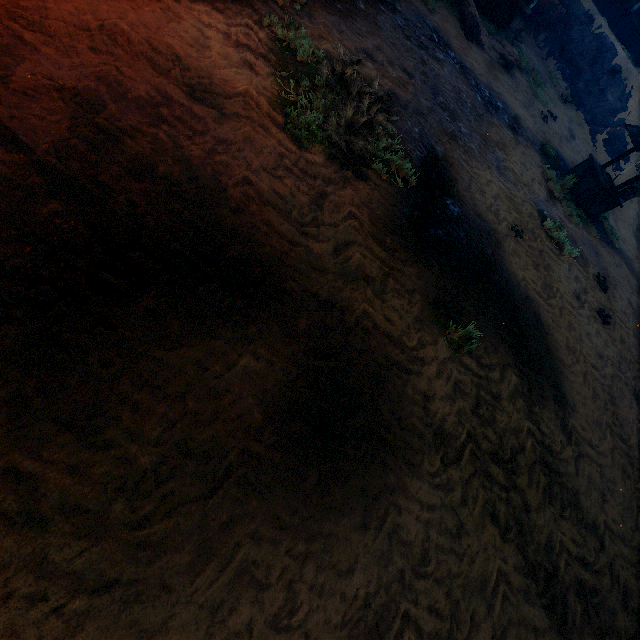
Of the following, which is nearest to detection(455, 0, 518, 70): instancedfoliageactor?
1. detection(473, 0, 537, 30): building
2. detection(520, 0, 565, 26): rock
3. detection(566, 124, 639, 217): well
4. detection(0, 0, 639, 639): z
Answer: detection(0, 0, 639, 639): z

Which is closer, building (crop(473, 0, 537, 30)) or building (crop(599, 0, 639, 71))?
building (crop(473, 0, 537, 30))

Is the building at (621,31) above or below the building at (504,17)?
above

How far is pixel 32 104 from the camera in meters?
2.6

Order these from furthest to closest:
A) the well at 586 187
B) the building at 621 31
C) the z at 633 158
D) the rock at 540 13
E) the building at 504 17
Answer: the building at 621 31
the rock at 540 13
the z at 633 158
the building at 504 17
the well at 586 187

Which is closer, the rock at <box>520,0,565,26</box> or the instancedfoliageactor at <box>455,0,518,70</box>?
the instancedfoliageactor at <box>455,0,518,70</box>

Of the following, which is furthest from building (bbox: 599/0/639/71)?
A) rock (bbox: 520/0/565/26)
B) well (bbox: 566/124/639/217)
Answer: well (bbox: 566/124/639/217)

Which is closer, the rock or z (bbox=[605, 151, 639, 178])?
z (bbox=[605, 151, 639, 178])
